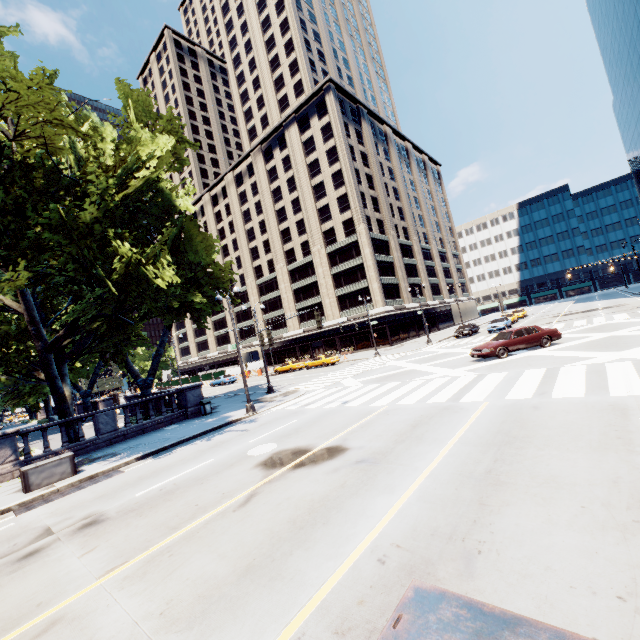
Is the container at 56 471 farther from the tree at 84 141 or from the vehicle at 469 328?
the vehicle at 469 328

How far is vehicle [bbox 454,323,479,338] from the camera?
37.5m

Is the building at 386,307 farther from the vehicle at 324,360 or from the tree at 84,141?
the vehicle at 324,360

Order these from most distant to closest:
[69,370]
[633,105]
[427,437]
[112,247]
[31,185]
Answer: [633,105], [69,370], [31,185], [112,247], [427,437]

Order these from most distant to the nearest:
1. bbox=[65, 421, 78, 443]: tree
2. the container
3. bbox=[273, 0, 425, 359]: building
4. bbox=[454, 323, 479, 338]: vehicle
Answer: bbox=[273, 0, 425, 359]: building
bbox=[454, 323, 479, 338]: vehicle
bbox=[65, 421, 78, 443]: tree
the container

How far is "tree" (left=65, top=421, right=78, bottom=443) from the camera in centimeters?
1723cm

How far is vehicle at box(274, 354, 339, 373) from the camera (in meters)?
39.53

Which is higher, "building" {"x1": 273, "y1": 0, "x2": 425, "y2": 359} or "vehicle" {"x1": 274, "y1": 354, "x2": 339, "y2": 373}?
"building" {"x1": 273, "y1": 0, "x2": 425, "y2": 359}
